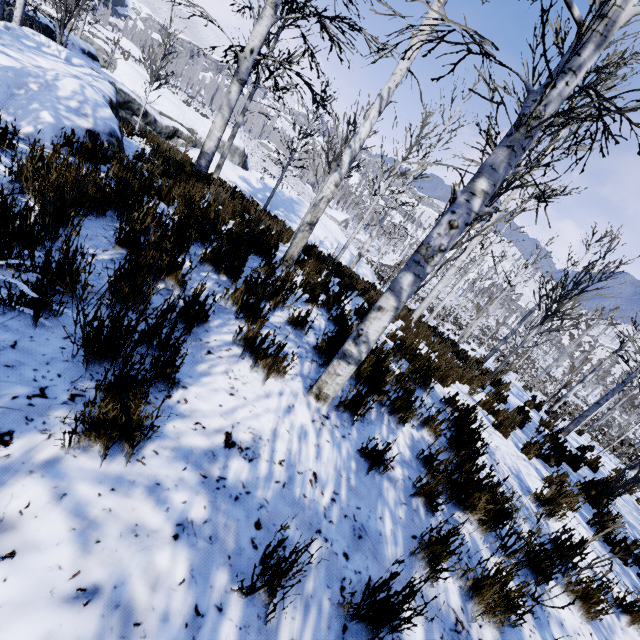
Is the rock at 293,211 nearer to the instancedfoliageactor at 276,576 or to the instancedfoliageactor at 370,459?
the instancedfoliageactor at 370,459

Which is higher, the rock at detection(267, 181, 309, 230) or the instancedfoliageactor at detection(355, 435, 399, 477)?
the instancedfoliageactor at detection(355, 435, 399, 477)

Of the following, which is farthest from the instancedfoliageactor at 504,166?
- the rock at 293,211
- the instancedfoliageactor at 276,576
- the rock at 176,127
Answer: the rock at 176,127

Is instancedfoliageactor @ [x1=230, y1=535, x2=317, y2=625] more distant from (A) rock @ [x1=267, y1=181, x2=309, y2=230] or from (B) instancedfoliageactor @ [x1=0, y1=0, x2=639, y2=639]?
(A) rock @ [x1=267, y1=181, x2=309, y2=230]

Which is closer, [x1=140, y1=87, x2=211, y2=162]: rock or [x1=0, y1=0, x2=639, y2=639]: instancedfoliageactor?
[x1=0, y1=0, x2=639, y2=639]: instancedfoliageactor

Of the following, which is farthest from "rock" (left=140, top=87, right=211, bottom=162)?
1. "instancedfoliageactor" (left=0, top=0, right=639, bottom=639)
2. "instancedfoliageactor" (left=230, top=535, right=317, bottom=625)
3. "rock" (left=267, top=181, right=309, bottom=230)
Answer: "instancedfoliageactor" (left=230, top=535, right=317, bottom=625)

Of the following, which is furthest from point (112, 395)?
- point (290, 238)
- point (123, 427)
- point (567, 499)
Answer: point (290, 238)
